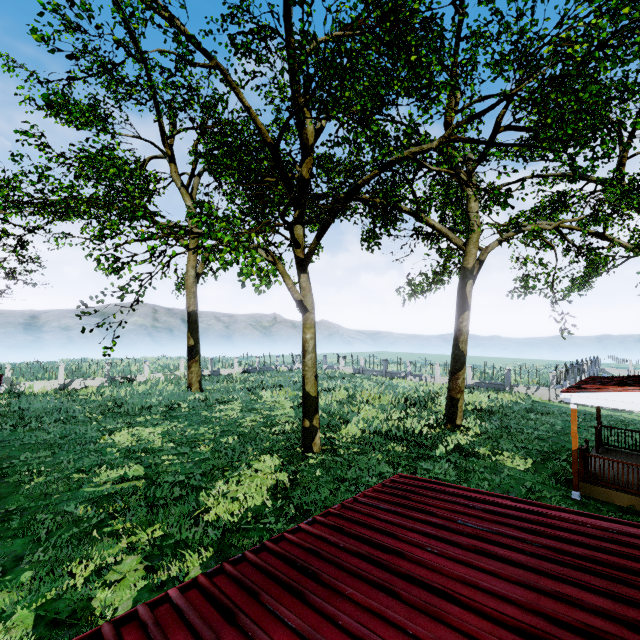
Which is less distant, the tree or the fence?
the tree

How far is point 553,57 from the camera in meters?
8.9

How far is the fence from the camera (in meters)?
25.40

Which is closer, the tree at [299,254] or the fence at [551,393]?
the tree at [299,254]

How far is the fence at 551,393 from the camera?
25.4 meters
